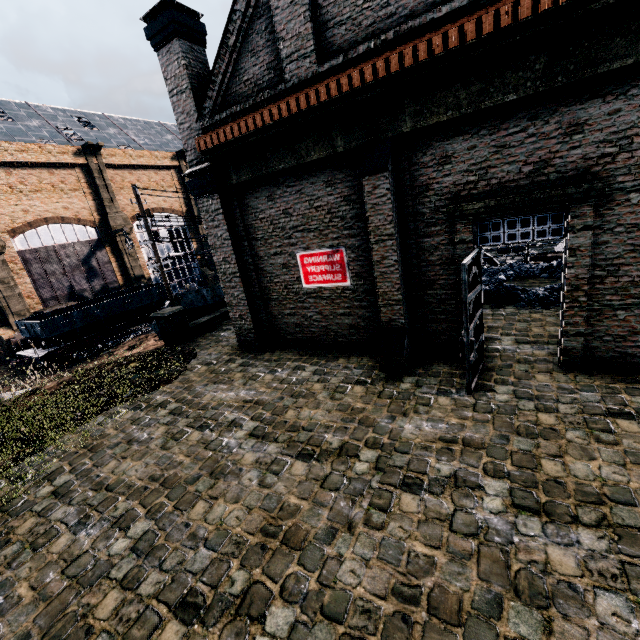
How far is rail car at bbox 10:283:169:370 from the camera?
23.8m

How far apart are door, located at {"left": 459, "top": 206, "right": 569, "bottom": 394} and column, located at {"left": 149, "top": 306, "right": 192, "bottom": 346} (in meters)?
12.62

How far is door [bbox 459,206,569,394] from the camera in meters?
7.1 m

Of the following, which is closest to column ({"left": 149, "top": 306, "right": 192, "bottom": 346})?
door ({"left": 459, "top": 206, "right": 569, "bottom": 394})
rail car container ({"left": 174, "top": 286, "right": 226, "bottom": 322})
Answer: rail car container ({"left": 174, "top": 286, "right": 226, "bottom": 322})

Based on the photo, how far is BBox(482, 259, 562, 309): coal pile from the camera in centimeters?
1201cm

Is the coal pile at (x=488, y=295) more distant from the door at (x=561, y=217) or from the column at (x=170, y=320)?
the column at (x=170, y=320)

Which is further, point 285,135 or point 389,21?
point 285,135

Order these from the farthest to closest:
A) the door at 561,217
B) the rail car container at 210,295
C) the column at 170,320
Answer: the rail car container at 210,295 < the column at 170,320 < the door at 561,217
